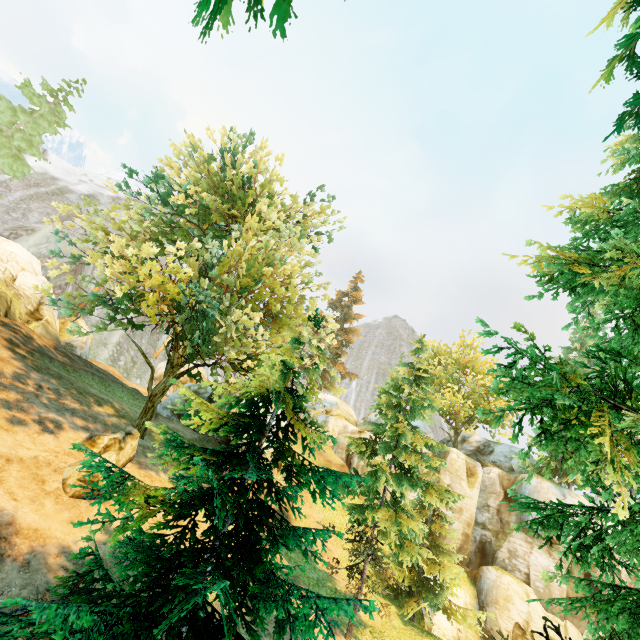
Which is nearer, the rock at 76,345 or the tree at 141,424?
the tree at 141,424

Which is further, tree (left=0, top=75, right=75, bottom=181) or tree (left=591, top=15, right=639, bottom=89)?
tree (left=0, top=75, right=75, bottom=181)

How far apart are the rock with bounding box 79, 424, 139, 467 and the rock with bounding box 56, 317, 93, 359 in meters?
12.9 m

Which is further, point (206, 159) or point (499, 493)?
point (499, 493)

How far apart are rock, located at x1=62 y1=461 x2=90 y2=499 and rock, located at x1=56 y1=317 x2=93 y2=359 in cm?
1490

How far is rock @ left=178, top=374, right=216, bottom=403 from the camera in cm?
2516

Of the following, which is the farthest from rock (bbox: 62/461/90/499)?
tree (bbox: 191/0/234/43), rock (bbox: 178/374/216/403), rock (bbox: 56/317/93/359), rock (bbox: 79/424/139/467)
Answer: rock (bbox: 56/317/93/359)

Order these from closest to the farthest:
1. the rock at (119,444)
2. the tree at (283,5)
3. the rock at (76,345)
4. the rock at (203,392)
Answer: the tree at (283,5), the rock at (119,444), the rock at (76,345), the rock at (203,392)
